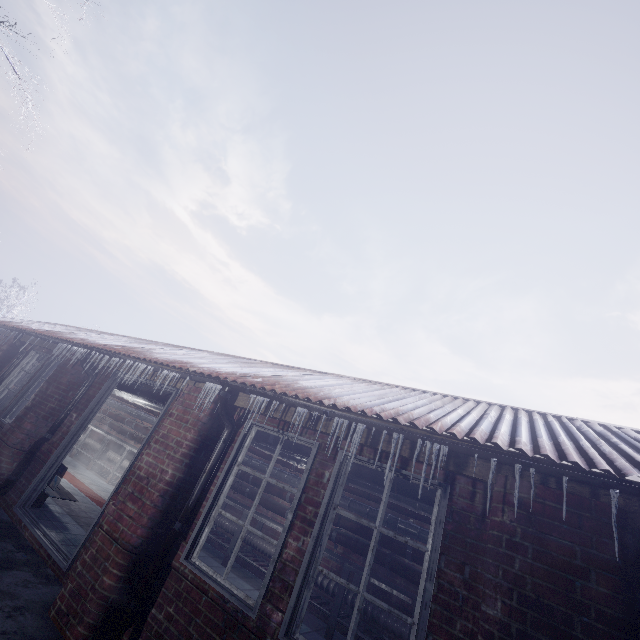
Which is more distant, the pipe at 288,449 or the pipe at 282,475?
the pipe at 282,475

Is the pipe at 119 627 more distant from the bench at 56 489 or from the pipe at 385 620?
the pipe at 385 620

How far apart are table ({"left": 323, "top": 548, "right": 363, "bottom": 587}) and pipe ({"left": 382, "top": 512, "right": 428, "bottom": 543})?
0.10m

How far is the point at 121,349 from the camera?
5.03m

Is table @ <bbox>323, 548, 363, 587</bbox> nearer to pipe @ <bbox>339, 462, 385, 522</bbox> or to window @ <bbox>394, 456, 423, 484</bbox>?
pipe @ <bbox>339, 462, 385, 522</bbox>

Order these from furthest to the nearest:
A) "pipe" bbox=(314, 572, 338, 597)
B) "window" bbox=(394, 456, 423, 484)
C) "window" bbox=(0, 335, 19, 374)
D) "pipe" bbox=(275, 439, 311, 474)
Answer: "window" bbox=(0, 335, 19, 374)
"pipe" bbox=(314, 572, 338, 597)
"pipe" bbox=(275, 439, 311, 474)
"window" bbox=(394, 456, 423, 484)

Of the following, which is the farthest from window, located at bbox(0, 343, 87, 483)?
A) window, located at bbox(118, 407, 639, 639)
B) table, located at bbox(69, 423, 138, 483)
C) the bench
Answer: window, located at bbox(118, 407, 639, 639)
